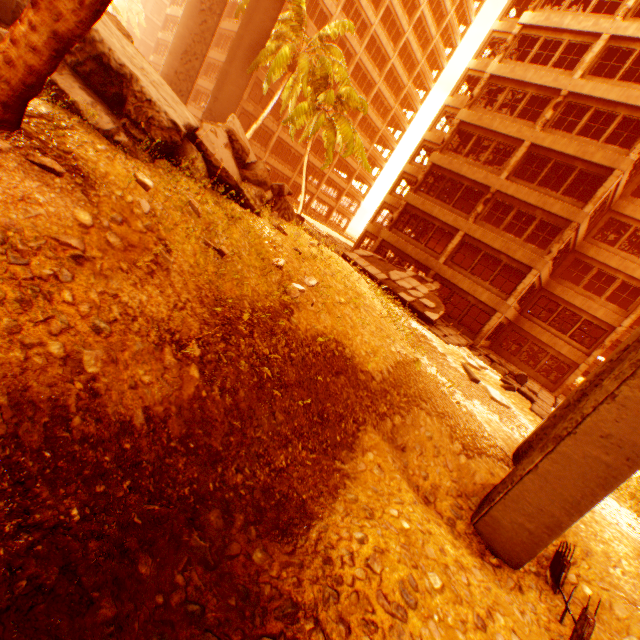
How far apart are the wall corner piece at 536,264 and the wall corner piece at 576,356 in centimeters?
207cm

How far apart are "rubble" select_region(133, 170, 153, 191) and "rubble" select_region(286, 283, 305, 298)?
3.22m

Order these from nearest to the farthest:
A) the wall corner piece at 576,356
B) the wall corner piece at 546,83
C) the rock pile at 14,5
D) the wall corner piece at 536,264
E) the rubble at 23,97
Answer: the rubble at 23,97 → the rock pile at 14,5 → the wall corner piece at 546,83 → the wall corner piece at 536,264 → the wall corner piece at 576,356

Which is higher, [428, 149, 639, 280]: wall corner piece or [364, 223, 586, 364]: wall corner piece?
[428, 149, 639, 280]: wall corner piece

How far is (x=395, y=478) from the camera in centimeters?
712cm

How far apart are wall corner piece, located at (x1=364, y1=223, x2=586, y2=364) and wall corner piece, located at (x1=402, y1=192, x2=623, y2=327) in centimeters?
207cm

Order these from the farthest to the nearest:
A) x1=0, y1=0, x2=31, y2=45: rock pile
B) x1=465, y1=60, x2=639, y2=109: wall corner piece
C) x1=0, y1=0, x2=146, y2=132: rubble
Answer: x1=465, y1=60, x2=639, y2=109: wall corner piece < x1=0, y1=0, x2=31, y2=45: rock pile < x1=0, y1=0, x2=146, y2=132: rubble

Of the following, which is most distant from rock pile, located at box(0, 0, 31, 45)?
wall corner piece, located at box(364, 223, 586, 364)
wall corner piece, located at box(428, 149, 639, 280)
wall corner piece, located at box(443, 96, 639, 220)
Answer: wall corner piece, located at box(443, 96, 639, 220)
